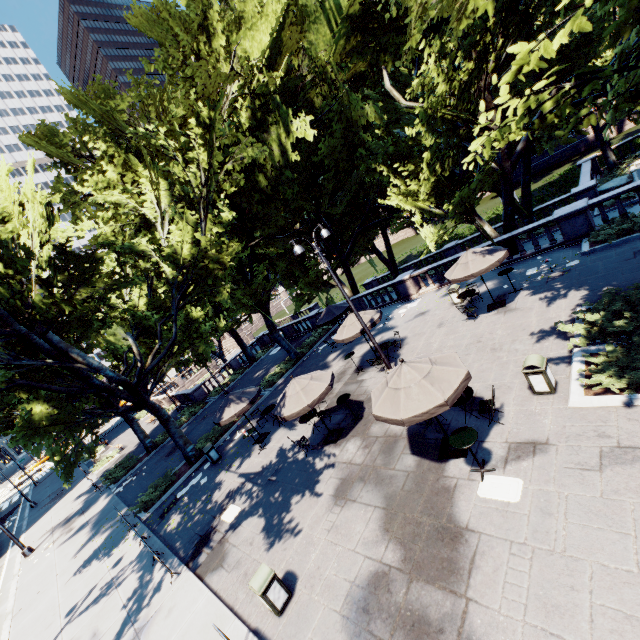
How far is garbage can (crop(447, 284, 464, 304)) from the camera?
17.3m

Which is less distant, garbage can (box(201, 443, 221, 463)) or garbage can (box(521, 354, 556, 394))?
garbage can (box(521, 354, 556, 394))

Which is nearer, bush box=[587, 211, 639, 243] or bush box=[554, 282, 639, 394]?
bush box=[554, 282, 639, 394]

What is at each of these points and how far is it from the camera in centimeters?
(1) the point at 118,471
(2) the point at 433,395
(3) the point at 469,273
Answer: (1) bush, 2642cm
(2) umbrella, 752cm
(3) umbrella, 1365cm

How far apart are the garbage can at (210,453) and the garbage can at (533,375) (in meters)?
15.31

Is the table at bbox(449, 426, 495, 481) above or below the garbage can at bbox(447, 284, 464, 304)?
above

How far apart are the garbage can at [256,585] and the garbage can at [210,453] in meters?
10.1

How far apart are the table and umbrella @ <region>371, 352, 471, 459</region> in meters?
1.0 m
